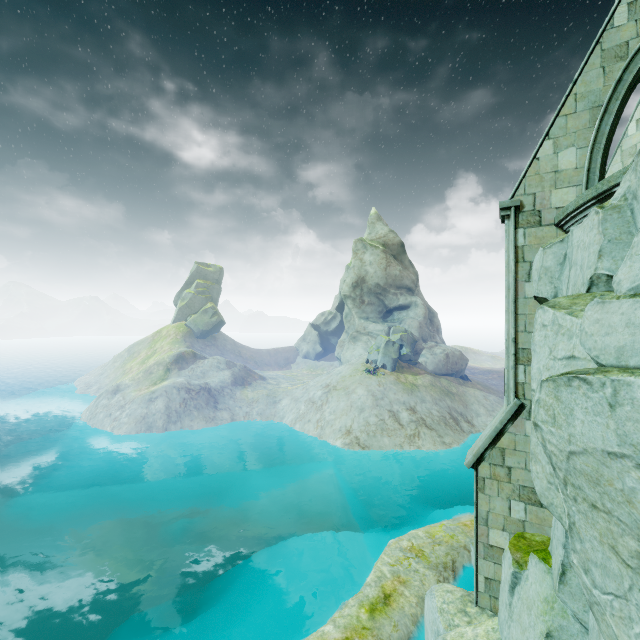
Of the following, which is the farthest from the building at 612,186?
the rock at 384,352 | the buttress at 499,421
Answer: the rock at 384,352

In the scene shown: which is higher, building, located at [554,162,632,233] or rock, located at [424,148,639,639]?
building, located at [554,162,632,233]

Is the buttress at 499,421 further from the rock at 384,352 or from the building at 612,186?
the rock at 384,352

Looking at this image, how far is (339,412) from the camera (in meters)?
36.28

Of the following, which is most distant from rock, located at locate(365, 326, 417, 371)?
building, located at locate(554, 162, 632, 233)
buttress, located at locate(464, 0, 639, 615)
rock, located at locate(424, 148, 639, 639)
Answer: buttress, located at locate(464, 0, 639, 615)

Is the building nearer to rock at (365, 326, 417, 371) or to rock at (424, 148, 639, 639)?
rock at (424, 148, 639, 639)

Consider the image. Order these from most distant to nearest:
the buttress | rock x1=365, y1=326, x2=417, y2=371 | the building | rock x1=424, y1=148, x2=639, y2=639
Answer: rock x1=365, y1=326, x2=417, y2=371 < the buttress < the building < rock x1=424, y1=148, x2=639, y2=639

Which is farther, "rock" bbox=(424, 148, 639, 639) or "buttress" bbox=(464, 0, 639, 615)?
"buttress" bbox=(464, 0, 639, 615)
